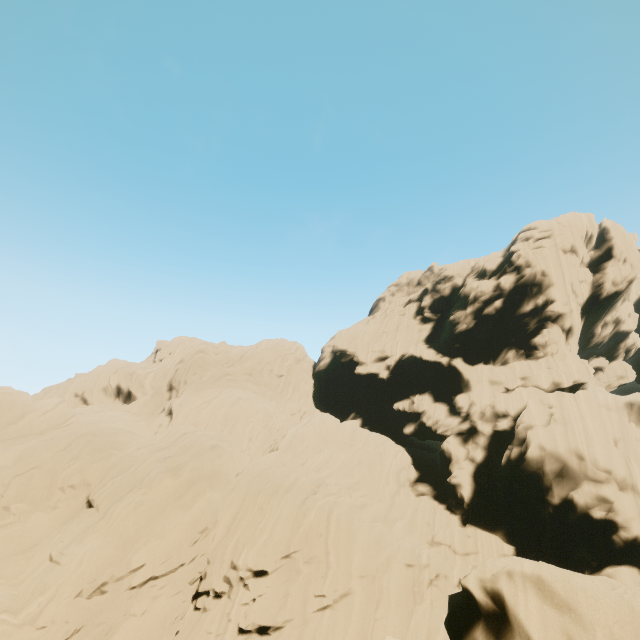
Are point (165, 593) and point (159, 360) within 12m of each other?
no
